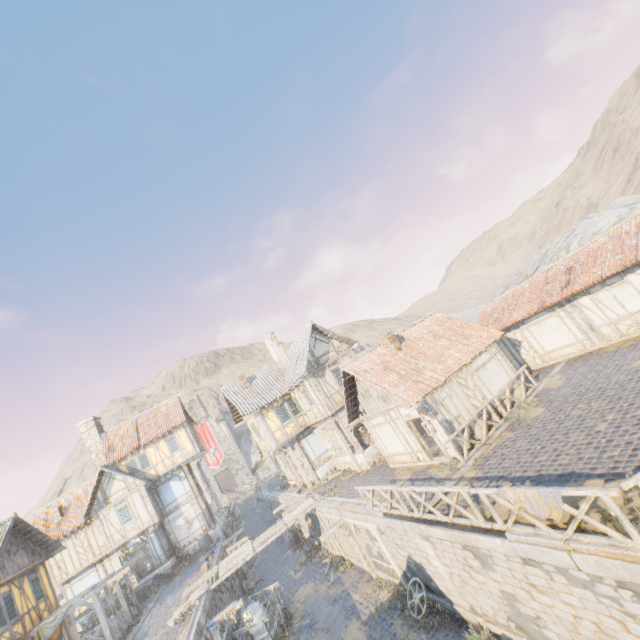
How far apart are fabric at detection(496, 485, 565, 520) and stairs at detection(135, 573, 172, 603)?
26.2 meters

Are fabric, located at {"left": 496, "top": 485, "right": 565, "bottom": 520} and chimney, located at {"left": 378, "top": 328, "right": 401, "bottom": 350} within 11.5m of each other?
yes

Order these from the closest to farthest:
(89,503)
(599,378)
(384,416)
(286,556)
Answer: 1. (599,378)
2. (384,416)
3. (286,556)
4. (89,503)

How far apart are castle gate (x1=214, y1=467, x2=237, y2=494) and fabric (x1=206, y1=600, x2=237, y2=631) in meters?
49.3 m

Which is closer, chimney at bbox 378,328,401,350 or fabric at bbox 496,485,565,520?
fabric at bbox 496,485,565,520

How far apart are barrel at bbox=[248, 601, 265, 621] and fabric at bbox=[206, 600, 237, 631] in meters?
1.3 m

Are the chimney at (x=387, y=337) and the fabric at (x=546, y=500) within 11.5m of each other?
yes

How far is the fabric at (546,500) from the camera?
6.4m
